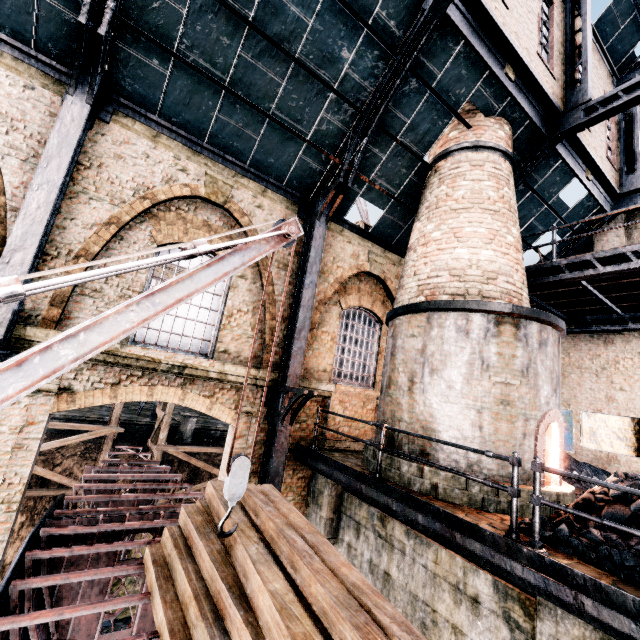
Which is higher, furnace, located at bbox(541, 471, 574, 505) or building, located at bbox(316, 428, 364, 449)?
furnace, located at bbox(541, 471, 574, 505)

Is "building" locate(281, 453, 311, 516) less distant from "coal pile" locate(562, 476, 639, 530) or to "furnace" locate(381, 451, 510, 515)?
"coal pile" locate(562, 476, 639, 530)

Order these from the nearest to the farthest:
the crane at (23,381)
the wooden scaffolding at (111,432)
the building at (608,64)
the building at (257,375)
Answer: the crane at (23,381), the building at (257,375), the building at (608,64), the wooden scaffolding at (111,432)

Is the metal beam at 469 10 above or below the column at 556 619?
above

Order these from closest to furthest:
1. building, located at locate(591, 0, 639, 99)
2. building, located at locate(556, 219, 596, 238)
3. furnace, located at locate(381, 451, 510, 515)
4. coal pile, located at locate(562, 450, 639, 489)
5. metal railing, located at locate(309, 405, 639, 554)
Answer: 1. metal railing, located at locate(309, 405, 639, 554)
2. coal pile, located at locate(562, 450, 639, 489)
3. furnace, located at locate(381, 451, 510, 515)
4. building, located at locate(591, 0, 639, 99)
5. building, located at locate(556, 219, 596, 238)

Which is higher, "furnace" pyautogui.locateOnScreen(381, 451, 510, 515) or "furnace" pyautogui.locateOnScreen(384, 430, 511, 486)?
"furnace" pyautogui.locateOnScreen(384, 430, 511, 486)

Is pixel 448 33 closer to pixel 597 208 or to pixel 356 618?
pixel 597 208
